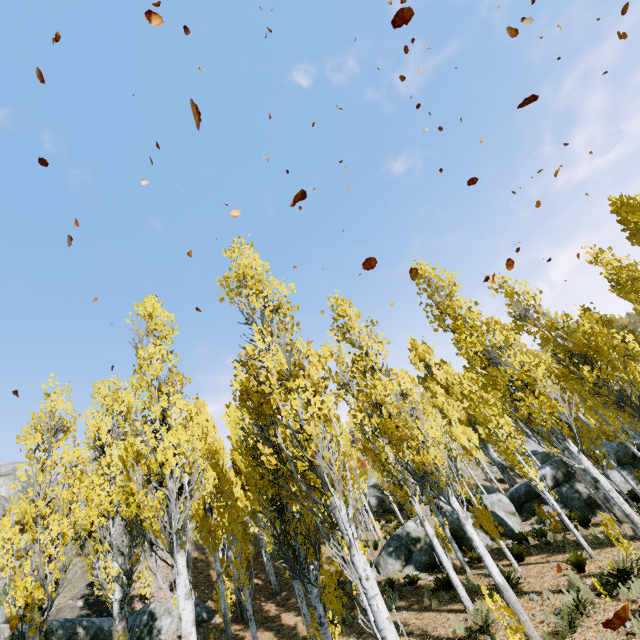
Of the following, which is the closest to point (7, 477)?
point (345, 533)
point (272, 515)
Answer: point (272, 515)

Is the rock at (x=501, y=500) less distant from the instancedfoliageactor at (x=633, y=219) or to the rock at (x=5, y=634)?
the instancedfoliageactor at (x=633, y=219)

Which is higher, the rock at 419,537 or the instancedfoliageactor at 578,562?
the rock at 419,537

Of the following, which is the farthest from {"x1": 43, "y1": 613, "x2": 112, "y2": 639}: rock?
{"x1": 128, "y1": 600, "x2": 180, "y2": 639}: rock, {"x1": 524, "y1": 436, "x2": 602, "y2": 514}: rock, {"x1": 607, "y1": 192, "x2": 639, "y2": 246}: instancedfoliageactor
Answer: {"x1": 524, "y1": 436, "x2": 602, "y2": 514}: rock

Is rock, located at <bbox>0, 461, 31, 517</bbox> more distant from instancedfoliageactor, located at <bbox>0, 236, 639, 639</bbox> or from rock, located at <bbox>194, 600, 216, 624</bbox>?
rock, located at <bbox>194, 600, 216, 624</bbox>

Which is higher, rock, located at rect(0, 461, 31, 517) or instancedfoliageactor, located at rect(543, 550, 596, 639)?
rock, located at rect(0, 461, 31, 517)

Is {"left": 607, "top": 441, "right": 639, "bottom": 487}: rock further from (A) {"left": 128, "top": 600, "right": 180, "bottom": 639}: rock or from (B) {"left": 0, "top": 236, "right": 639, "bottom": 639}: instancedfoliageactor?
(A) {"left": 128, "top": 600, "right": 180, "bottom": 639}: rock
